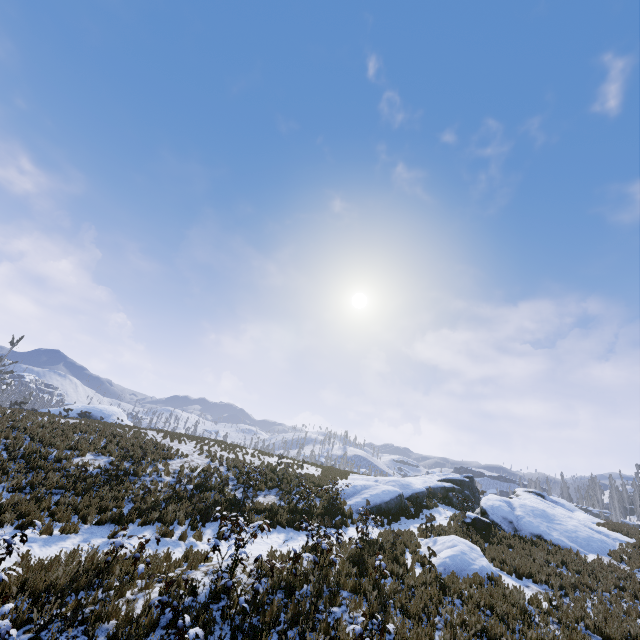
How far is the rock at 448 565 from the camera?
11.8m

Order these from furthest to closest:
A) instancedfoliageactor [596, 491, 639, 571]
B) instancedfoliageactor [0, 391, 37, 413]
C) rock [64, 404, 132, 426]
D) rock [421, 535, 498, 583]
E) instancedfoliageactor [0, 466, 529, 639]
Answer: rock [64, 404, 132, 426]
instancedfoliageactor [0, 391, 37, 413]
instancedfoliageactor [596, 491, 639, 571]
rock [421, 535, 498, 583]
instancedfoliageactor [0, 466, 529, 639]

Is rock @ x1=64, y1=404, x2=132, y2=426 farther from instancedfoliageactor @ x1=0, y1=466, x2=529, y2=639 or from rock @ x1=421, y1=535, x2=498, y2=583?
rock @ x1=421, y1=535, x2=498, y2=583

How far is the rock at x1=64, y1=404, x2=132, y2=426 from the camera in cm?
2467

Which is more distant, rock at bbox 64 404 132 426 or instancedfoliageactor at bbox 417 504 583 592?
rock at bbox 64 404 132 426

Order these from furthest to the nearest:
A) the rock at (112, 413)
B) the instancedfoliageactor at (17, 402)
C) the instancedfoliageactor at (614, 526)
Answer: the rock at (112, 413)
the instancedfoliageactor at (17, 402)
the instancedfoliageactor at (614, 526)

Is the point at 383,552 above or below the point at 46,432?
below

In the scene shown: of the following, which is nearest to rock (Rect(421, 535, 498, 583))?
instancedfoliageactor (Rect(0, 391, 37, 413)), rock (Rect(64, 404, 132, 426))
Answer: instancedfoliageactor (Rect(0, 391, 37, 413))
